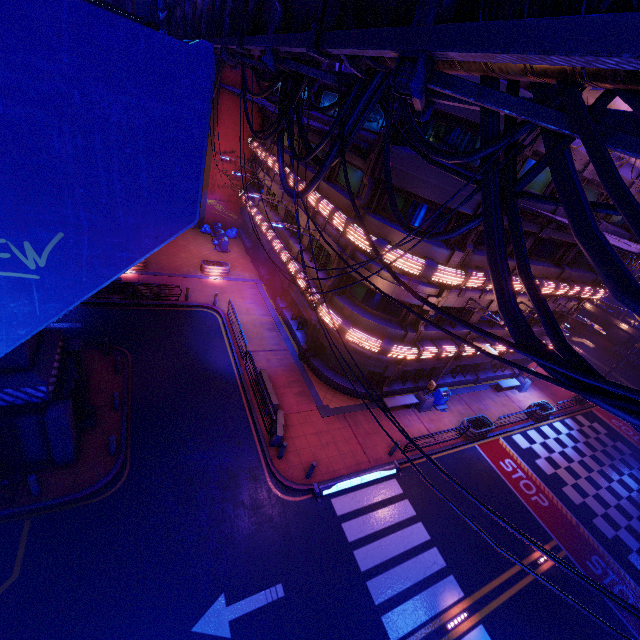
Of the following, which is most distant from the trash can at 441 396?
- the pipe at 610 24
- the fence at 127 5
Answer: the fence at 127 5

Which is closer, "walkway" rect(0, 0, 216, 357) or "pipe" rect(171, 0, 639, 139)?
"pipe" rect(171, 0, 639, 139)

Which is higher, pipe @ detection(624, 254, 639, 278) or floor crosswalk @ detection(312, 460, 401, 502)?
pipe @ detection(624, 254, 639, 278)

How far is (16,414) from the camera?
10.26m

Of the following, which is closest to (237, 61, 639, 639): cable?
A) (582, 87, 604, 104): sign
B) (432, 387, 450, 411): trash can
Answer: (582, 87, 604, 104): sign

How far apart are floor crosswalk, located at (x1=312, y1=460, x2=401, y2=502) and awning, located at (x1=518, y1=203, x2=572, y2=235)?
12.6 meters

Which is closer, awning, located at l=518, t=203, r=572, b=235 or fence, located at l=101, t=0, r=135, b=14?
fence, located at l=101, t=0, r=135, b=14

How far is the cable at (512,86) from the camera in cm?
349
